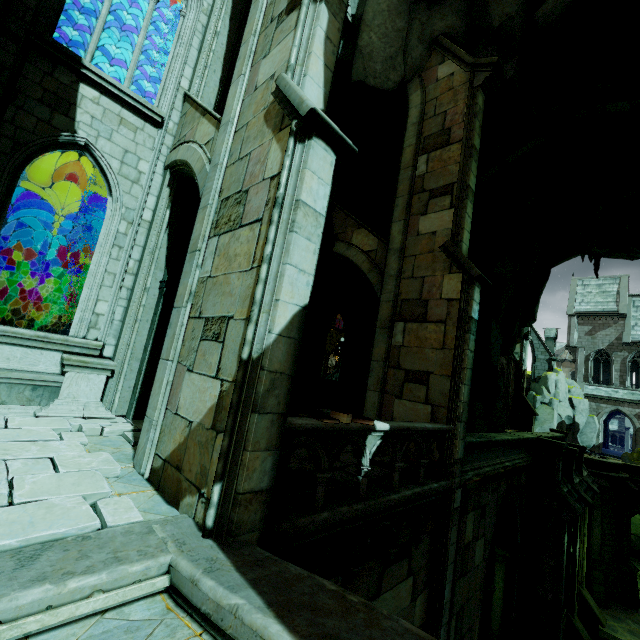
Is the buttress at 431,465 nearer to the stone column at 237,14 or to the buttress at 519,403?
the stone column at 237,14

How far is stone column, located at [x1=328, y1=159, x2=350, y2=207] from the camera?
12.5m

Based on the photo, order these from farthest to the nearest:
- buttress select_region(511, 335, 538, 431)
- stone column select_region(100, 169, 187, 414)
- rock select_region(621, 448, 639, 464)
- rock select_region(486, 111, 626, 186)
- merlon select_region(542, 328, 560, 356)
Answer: merlon select_region(542, 328, 560, 356) < rock select_region(621, 448, 639, 464) < buttress select_region(511, 335, 538, 431) < rock select_region(486, 111, 626, 186) < stone column select_region(100, 169, 187, 414)

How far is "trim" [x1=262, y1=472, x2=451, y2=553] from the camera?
3.9m

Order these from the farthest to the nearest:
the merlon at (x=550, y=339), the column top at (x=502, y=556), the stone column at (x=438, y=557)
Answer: the merlon at (x=550, y=339) < the column top at (x=502, y=556) < the stone column at (x=438, y=557)

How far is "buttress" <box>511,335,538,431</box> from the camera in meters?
26.6

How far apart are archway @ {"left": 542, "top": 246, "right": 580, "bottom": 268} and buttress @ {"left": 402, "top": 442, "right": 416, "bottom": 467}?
12.71m

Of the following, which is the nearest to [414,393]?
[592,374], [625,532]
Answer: [625,532]
